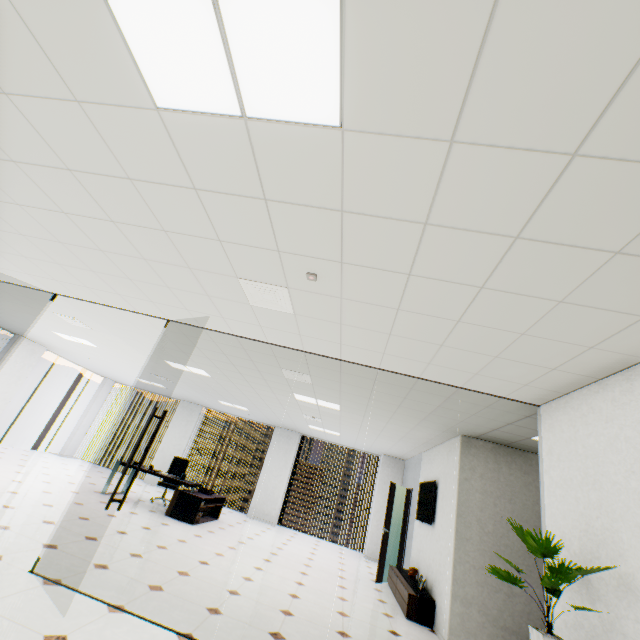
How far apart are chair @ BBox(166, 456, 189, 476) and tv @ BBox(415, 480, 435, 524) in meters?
6.2 m

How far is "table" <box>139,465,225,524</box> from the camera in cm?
737

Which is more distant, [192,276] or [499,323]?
[192,276]

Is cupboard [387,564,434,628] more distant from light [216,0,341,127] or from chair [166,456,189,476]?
light [216,0,341,127]

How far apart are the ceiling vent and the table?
6.3 meters

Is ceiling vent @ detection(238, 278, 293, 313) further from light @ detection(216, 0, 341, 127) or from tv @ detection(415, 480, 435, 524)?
tv @ detection(415, 480, 435, 524)

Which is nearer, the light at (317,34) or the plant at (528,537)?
the light at (317,34)

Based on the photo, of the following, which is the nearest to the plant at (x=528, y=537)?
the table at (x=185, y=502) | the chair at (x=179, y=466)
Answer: the table at (x=185, y=502)
